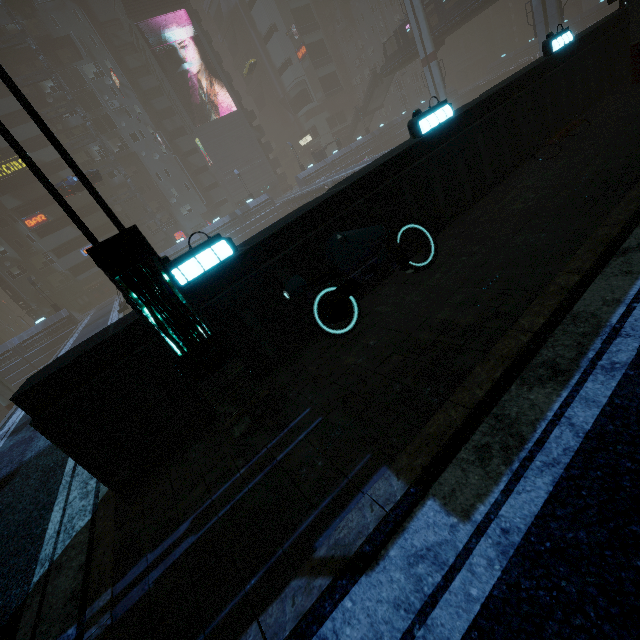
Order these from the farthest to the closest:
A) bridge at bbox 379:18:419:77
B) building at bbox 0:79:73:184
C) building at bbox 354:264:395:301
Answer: bridge at bbox 379:18:419:77 → building at bbox 0:79:73:184 → building at bbox 354:264:395:301

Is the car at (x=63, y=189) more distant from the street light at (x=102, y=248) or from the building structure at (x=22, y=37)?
the street light at (x=102, y=248)

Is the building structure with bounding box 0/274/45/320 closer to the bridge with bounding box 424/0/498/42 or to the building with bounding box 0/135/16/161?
the building with bounding box 0/135/16/161

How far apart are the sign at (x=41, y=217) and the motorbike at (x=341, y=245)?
52.6 meters

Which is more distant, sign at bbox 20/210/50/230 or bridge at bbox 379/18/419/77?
bridge at bbox 379/18/419/77

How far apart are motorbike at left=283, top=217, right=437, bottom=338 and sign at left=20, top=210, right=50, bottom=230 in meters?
52.6

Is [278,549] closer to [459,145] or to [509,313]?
[509,313]

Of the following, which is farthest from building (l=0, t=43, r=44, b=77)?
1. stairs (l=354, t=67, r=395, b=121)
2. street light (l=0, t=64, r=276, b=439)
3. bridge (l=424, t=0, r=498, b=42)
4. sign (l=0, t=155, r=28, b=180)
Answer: bridge (l=424, t=0, r=498, b=42)
